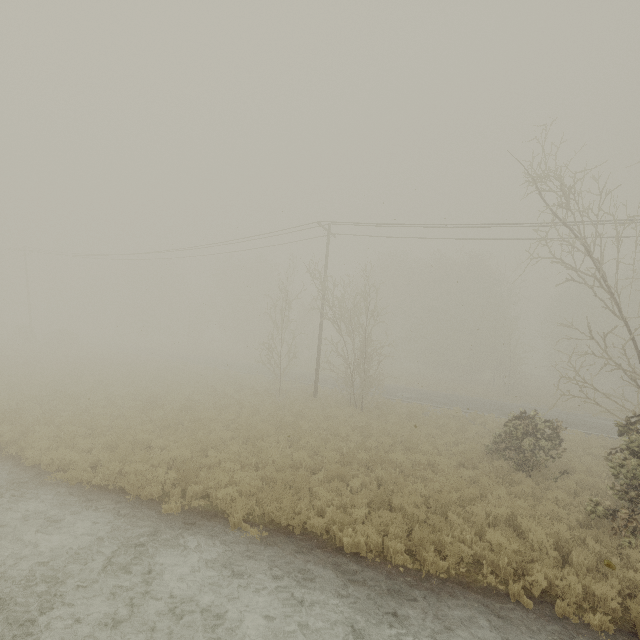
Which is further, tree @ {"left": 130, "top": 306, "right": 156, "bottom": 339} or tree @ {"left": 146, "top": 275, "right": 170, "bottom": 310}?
tree @ {"left": 146, "top": 275, "right": 170, "bottom": 310}

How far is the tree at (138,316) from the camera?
57.2m

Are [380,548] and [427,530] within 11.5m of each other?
yes

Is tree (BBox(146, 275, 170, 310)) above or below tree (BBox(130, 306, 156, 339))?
above

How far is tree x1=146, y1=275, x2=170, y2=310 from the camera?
57.9m
